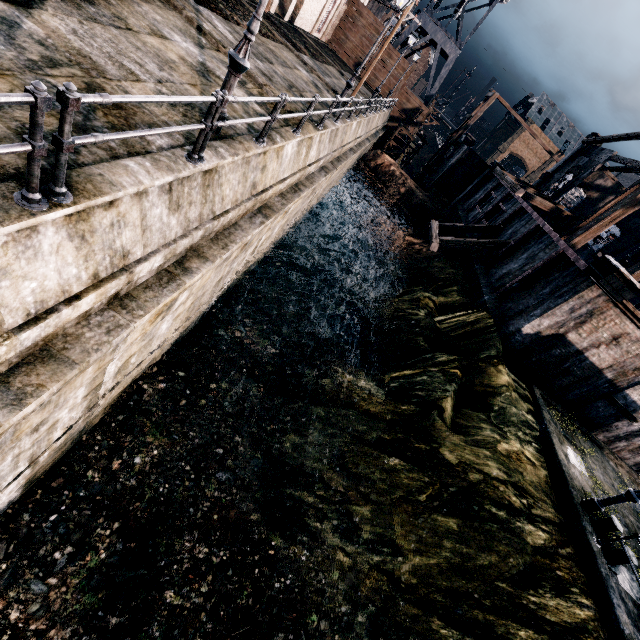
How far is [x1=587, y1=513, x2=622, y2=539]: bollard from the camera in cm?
1088

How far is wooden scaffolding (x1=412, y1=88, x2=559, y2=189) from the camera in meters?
36.5 m

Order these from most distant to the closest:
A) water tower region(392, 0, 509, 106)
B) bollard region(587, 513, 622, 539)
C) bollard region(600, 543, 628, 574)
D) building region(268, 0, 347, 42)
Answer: water tower region(392, 0, 509, 106), building region(268, 0, 347, 42), bollard region(587, 513, 622, 539), bollard region(600, 543, 628, 574)

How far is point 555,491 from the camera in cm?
1205

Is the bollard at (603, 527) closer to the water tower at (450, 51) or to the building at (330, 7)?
the building at (330, 7)

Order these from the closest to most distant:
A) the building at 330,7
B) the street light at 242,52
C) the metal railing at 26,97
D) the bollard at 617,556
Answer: the metal railing at 26,97
the street light at 242,52
the bollard at 617,556
the building at 330,7

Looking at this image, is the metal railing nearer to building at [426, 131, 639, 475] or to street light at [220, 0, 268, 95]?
street light at [220, 0, 268, 95]
